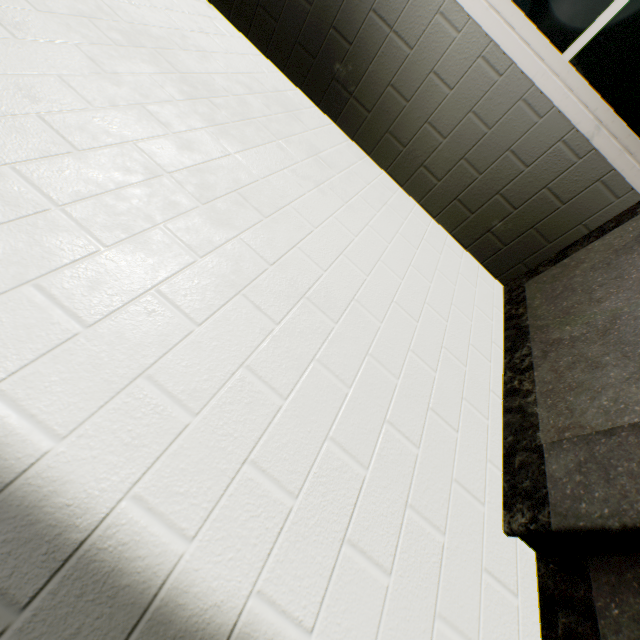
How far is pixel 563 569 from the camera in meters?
1.1 m
